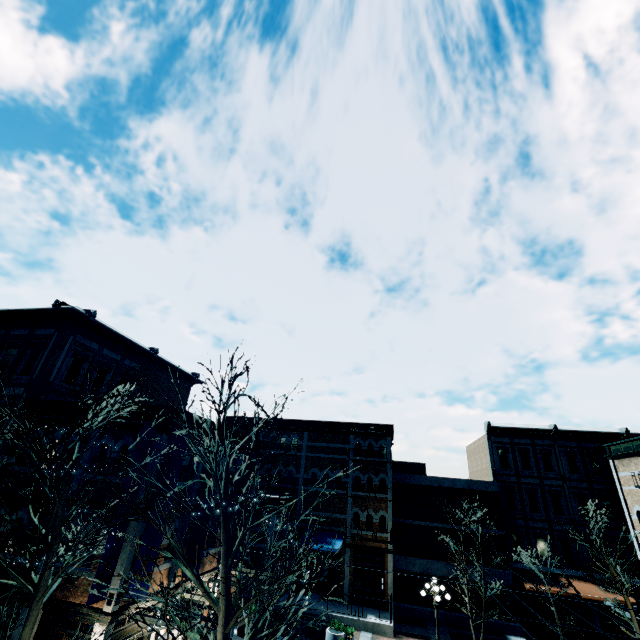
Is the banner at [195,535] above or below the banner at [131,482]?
below

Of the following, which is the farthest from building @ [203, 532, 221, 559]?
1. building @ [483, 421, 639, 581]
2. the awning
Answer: building @ [483, 421, 639, 581]

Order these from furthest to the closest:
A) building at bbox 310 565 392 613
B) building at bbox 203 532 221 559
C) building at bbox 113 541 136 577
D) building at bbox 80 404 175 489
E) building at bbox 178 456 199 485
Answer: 1. building at bbox 310 565 392 613
2. building at bbox 203 532 221 559
3. building at bbox 178 456 199 485
4. building at bbox 80 404 175 489
5. building at bbox 113 541 136 577

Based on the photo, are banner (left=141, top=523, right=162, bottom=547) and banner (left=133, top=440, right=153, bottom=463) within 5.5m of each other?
yes

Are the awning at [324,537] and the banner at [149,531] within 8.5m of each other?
no

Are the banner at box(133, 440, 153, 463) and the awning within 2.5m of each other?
no

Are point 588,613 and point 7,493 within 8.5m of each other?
no

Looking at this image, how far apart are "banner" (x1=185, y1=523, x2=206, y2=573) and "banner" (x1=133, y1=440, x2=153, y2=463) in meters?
3.1 m
